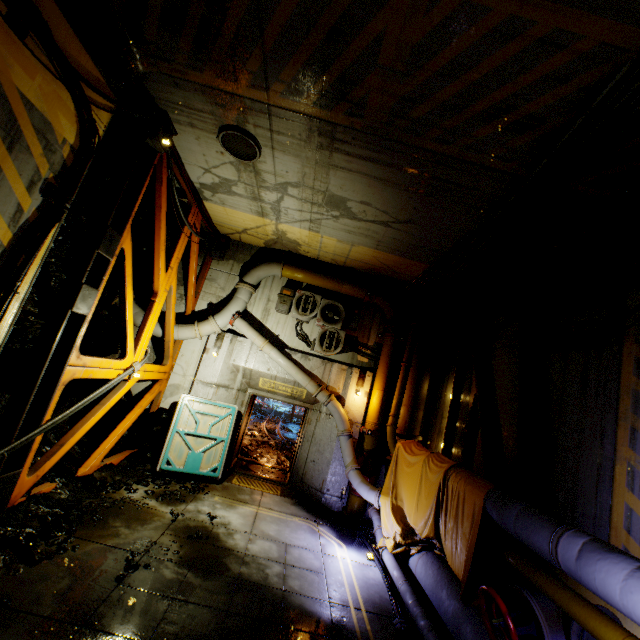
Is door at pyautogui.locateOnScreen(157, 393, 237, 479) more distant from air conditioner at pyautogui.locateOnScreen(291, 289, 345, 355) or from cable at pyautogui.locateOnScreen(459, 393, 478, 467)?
cable at pyautogui.locateOnScreen(459, 393, 478, 467)

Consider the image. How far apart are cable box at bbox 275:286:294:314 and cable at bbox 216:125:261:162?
4.3 meters

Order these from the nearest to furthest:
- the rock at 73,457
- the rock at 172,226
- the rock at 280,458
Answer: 1. the rock at 73,457
2. the rock at 172,226
3. the rock at 280,458

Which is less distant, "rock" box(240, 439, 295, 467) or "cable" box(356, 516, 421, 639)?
"cable" box(356, 516, 421, 639)

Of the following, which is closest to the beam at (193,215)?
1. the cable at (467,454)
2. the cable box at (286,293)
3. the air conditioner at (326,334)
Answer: the cable box at (286,293)

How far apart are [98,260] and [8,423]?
2.8 meters

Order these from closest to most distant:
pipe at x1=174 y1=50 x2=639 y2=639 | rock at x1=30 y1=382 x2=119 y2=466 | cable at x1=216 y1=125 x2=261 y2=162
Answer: pipe at x1=174 y1=50 x2=639 y2=639 → cable at x1=216 y1=125 x2=261 y2=162 → rock at x1=30 y1=382 x2=119 y2=466

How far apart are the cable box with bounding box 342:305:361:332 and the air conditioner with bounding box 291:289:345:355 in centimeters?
18cm
